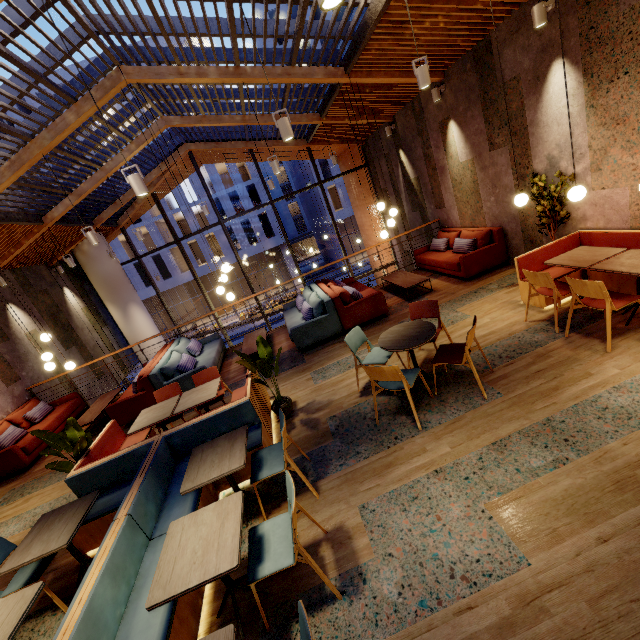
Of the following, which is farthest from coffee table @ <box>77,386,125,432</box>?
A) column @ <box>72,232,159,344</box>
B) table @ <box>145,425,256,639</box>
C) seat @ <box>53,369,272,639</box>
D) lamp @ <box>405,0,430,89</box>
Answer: lamp @ <box>405,0,430,89</box>

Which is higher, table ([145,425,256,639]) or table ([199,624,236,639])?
table ([145,425,256,639])

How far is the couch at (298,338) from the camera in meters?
6.7 m

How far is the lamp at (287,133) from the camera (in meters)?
4.09

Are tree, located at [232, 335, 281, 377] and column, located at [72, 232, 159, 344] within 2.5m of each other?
no

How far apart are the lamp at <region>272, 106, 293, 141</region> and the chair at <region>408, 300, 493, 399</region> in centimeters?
273cm

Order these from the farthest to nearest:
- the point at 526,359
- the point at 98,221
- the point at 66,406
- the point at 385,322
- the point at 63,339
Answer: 1. the point at 98,221
2. the point at 63,339
3. the point at 66,406
4. the point at 385,322
5. the point at 526,359

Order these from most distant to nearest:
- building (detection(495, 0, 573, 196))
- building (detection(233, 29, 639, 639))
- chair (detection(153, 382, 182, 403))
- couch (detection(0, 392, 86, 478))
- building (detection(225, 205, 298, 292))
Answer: building (detection(225, 205, 298, 292)), couch (detection(0, 392, 86, 478)), chair (detection(153, 382, 182, 403)), building (detection(495, 0, 573, 196)), building (detection(233, 29, 639, 639))
